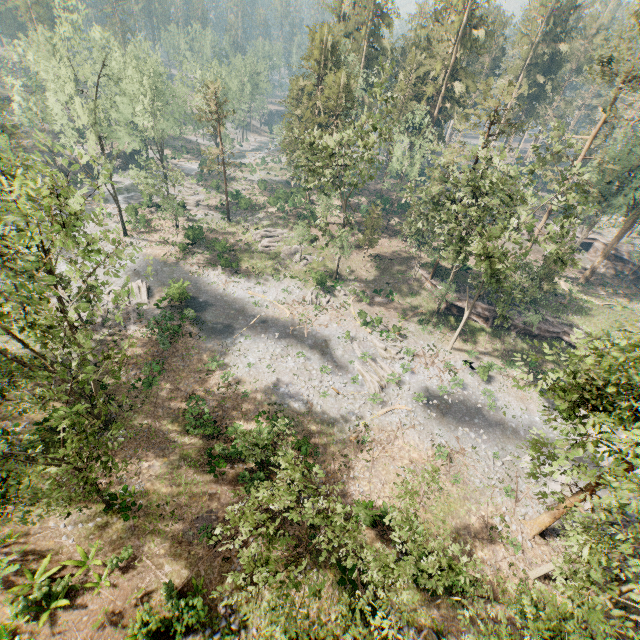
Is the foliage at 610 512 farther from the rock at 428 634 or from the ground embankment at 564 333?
the rock at 428 634

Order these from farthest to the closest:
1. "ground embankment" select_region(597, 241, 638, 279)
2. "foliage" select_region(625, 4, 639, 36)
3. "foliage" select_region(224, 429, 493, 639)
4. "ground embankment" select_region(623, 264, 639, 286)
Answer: "ground embankment" select_region(597, 241, 638, 279) → "ground embankment" select_region(623, 264, 639, 286) → "foliage" select_region(625, 4, 639, 36) → "foliage" select_region(224, 429, 493, 639)

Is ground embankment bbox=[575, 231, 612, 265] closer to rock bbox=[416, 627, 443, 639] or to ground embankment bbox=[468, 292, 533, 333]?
ground embankment bbox=[468, 292, 533, 333]

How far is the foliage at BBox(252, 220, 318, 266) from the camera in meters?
40.0 m

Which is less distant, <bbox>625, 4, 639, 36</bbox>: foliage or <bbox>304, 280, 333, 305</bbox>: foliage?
<bbox>625, 4, 639, 36</bbox>: foliage

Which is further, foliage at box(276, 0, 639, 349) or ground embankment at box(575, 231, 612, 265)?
ground embankment at box(575, 231, 612, 265)

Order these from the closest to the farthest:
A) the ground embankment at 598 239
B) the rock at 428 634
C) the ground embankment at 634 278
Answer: the rock at 428 634, the ground embankment at 634 278, the ground embankment at 598 239

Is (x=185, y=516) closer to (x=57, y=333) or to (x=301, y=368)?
(x=57, y=333)
